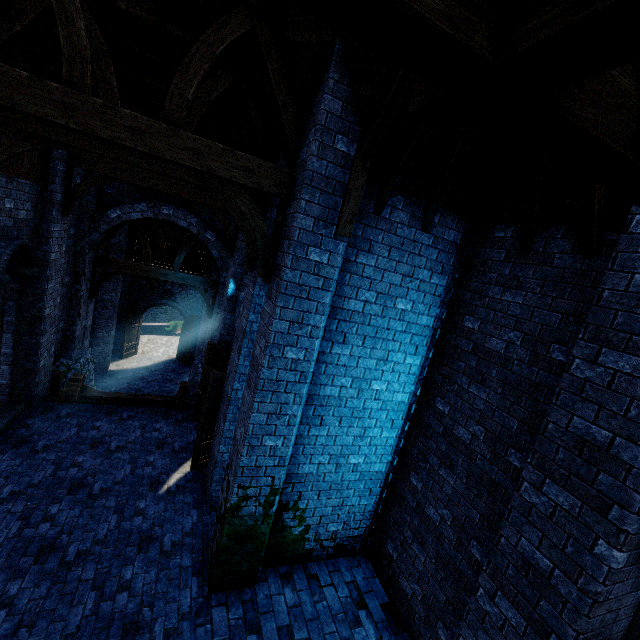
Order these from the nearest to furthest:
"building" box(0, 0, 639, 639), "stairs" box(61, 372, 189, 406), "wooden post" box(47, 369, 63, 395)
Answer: "building" box(0, 0, 639, 639)
"stairs" box(61, 372, 189, 406)
"wooden post" box(47, 369, 63, 395)

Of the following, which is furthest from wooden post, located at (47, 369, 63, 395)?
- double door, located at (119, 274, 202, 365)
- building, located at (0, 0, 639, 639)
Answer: double door, located at (119, 274, 202, 365)

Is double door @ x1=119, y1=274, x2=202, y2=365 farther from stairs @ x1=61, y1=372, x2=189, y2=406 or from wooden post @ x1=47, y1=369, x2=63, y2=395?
wooden post @ x1=47, y1=369, x2=63, y2=395

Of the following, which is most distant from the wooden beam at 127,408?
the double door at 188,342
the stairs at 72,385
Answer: the double door at 188,342

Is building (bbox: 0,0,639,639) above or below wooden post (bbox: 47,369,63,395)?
above

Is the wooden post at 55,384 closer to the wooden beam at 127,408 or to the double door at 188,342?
the wooden beam at 127,408

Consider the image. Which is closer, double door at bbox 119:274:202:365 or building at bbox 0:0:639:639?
building at bbox 0:0:639:639

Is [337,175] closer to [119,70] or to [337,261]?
[337,261]
